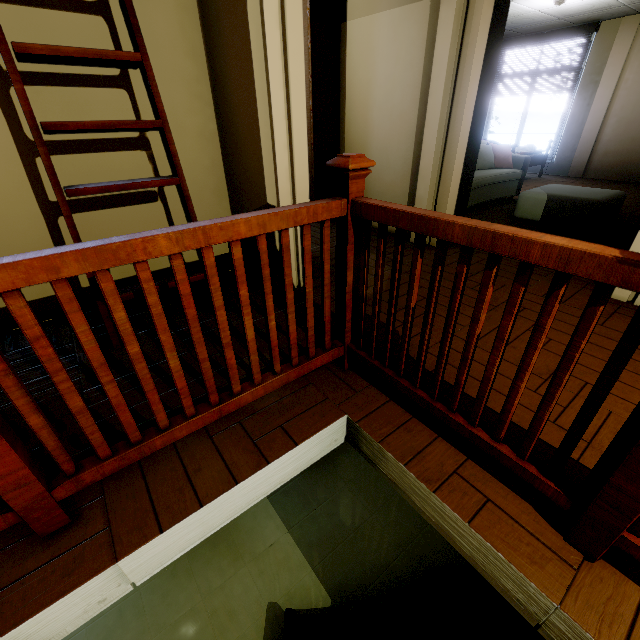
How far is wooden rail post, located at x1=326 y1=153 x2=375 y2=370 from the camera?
1.3m

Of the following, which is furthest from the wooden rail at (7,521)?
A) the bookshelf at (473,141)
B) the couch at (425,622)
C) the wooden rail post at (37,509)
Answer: the bookshelf at (473,141)

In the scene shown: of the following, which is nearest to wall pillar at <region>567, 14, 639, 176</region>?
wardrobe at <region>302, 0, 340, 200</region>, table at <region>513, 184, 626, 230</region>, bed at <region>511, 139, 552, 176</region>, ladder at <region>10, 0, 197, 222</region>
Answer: bed at <region>511, 139, 552, 176</region>

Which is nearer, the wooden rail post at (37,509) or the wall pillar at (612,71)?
the wooden rail post at (37,509)

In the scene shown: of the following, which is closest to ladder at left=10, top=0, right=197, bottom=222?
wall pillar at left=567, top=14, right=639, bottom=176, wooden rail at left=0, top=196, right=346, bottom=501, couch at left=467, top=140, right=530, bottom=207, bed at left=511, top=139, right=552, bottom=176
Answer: wooden rail at left=0, top=196, right=346, bottom=501

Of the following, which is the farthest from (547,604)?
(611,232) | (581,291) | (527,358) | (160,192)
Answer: (611,232)

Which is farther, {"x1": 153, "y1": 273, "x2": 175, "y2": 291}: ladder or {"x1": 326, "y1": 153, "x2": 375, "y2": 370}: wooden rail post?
{"x1": 153, "y1": 273, "x2": 175, "y2": 291}: ladder

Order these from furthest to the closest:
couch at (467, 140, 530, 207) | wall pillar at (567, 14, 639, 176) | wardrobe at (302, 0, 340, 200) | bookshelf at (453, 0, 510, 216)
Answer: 1. wall pillar at (567, 14, 639, 176)
2. couch at (467, 140, 530, 207)
3. wardrobe at (302, 0, 340, 200)
4. bookshelf at (453, 0, 510, 216)
